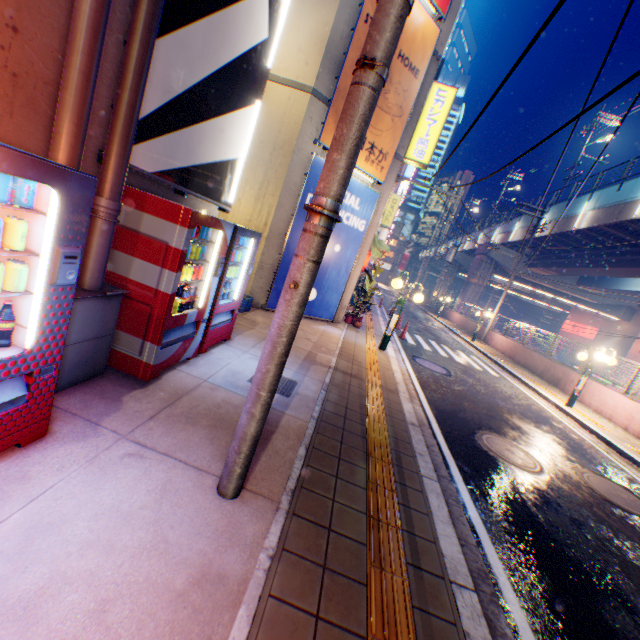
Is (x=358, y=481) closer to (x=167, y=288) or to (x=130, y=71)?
(x=167, y=288)

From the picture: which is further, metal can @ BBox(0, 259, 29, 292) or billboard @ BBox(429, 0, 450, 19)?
billboard @ BBox(429, 0, 450, 19)

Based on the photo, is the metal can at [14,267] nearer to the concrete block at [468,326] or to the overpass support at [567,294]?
the concrete block at [468,326]

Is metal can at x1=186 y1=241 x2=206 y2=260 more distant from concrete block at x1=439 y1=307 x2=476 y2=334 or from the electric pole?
concrete block at x1=439 y1=307 x2=476 y2=334

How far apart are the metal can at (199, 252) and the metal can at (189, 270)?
0.1 meters

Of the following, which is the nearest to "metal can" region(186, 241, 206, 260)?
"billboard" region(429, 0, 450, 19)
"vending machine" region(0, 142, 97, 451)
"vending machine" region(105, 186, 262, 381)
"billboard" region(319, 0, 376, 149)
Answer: "vending machine" region(105, 186, 262, 381)

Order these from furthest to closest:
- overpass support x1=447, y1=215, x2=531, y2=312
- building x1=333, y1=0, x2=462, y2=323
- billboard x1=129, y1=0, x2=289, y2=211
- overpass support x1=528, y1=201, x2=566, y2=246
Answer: overpass support x1=447, y1=215, x2=531, y2=312, overpass support x1=528, y1=201, x2=566, y2=246, building x1=333, y1=0, x2=462, y2=323, billboard x1=129, y1=0, x2=289, y2=211

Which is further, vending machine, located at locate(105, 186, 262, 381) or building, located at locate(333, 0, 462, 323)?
building, located at locate(333, 0, 462, 323)
